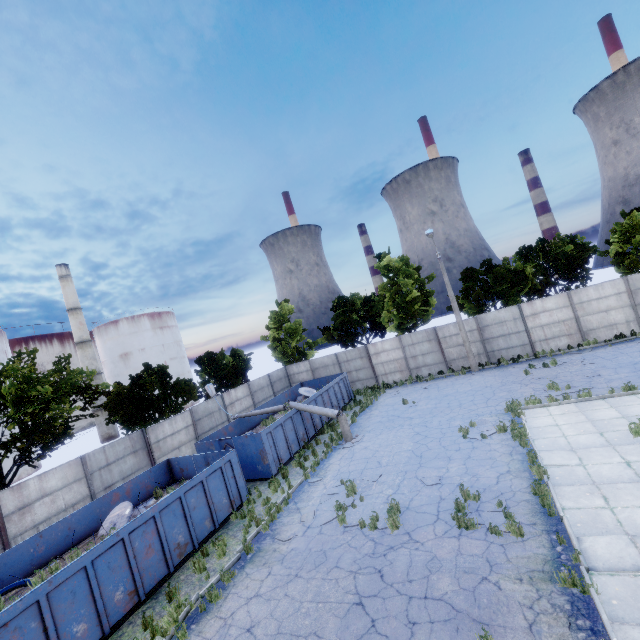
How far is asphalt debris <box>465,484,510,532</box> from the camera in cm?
814

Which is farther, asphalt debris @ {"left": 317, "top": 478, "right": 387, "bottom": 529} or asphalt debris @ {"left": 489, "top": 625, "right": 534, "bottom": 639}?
asphalt debris @ {"left": 317, "top": 478, "right": 387, "bottom": 529}

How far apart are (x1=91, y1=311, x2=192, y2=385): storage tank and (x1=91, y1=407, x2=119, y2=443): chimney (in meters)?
5.80

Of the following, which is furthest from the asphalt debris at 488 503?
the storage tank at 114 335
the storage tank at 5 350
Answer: the storage tank at 114 335

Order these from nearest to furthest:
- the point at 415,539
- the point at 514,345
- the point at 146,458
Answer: the point at 415,539 < the point at 146,458 < the point at 514,345

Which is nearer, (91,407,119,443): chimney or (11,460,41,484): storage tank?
(11,460,41,484): storage tank

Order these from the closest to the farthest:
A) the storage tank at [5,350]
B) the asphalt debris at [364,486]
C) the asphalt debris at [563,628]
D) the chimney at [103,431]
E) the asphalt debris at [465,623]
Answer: the asphalt debris at [563,628] < the asphalt debris at [465,623] < the asphalt debris at [364,486] < the storage tank at [5,350] < the chimney at [103,431]

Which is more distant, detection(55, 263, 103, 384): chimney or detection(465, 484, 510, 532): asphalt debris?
detection(55, 263, 103, 384): chimney
